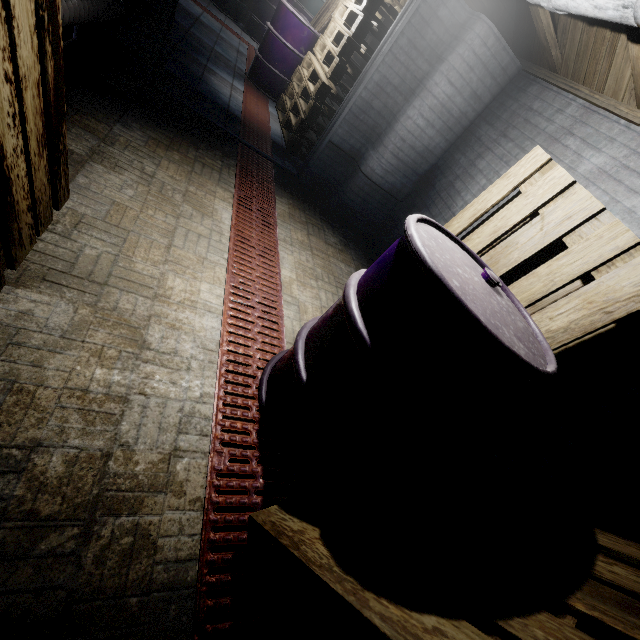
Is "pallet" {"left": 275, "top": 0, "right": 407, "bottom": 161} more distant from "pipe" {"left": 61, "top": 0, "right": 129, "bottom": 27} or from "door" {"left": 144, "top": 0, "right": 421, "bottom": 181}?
"pipe" {"left": 61, "top": 0, "right": 129, "bottom": 27}

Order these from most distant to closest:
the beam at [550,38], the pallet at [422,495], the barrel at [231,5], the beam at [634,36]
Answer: the barrel at [231,5] < the beam at [550,38] < the beam at [634,36] < the pallet at [422,495]

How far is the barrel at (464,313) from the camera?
0.9m

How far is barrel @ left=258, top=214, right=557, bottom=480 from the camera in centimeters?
94cm

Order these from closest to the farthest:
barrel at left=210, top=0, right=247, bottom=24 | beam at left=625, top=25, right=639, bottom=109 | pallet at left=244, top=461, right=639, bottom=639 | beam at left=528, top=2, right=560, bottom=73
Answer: pallet at left=244, top=461, right=639, bottom=639 < beam at left=625, top=25, right=639, bottom=109 < beam at left=528, top=2, right=560, bottom=73 < barrel at left=210, top=0, right=247, bottom=24

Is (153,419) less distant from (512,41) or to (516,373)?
(516,373)

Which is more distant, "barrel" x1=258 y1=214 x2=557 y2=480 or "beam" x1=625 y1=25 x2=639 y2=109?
"beam" x1=625 y1=25 x2=639 y2=109

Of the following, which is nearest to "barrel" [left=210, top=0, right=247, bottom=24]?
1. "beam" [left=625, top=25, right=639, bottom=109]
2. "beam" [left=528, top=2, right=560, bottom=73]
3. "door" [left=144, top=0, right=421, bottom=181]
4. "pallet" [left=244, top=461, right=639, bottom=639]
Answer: "door" [left=144, top=0, right=421, bottom=181]
